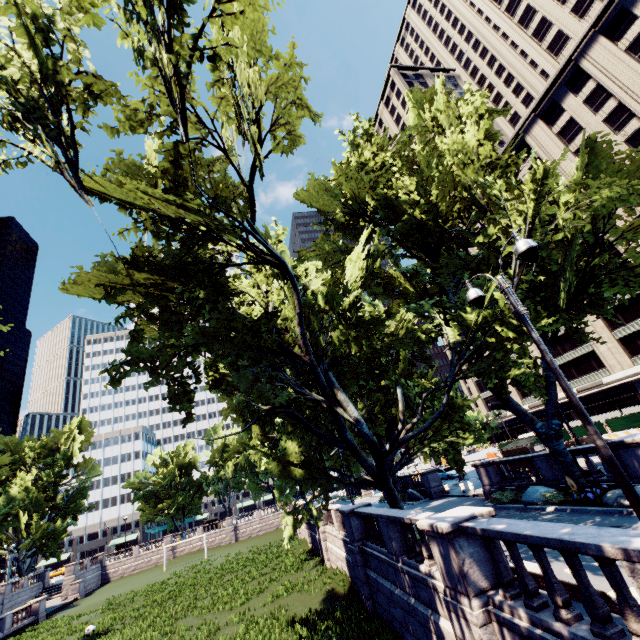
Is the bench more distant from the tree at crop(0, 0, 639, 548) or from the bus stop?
the bus stop

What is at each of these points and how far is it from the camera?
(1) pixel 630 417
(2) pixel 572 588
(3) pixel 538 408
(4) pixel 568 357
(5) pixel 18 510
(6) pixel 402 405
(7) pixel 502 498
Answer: (1) fence, 28.5 meters
(2) bench, 6.2 meters
(3) building, 54.2 meters
(4) building, 49.1 meters
(5) tree, 51.6 meters
(6) tree, 13.6 meters
(7) bush, 18.1 meters

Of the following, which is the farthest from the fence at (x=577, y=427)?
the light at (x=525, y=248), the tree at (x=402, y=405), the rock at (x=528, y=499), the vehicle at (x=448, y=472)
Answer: the light at (x=525, y=248)

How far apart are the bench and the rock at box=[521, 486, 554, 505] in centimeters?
950cm

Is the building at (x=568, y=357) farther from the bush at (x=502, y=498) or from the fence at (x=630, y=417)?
the bush at (x=502, y=498)

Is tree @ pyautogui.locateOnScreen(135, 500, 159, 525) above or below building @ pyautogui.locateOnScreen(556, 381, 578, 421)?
above

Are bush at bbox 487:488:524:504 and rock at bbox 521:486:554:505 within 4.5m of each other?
yes

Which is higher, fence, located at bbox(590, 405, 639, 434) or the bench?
fence, located at bbox(590, 405, 639, 434)
